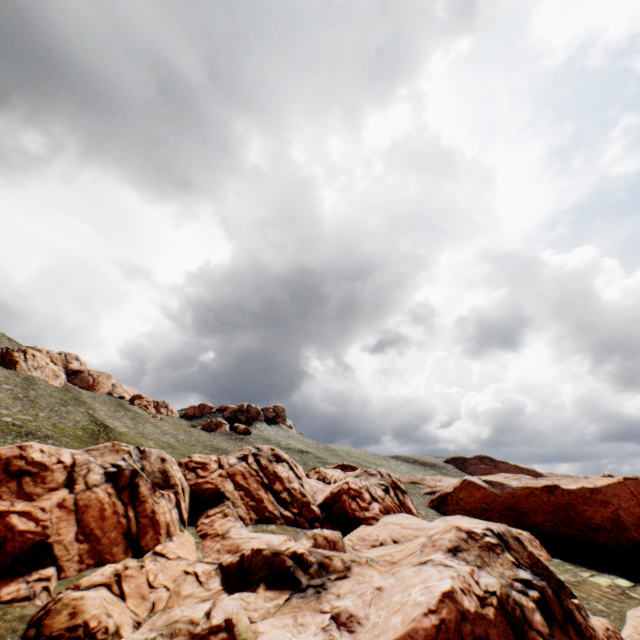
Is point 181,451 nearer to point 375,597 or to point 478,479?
point 375,597
